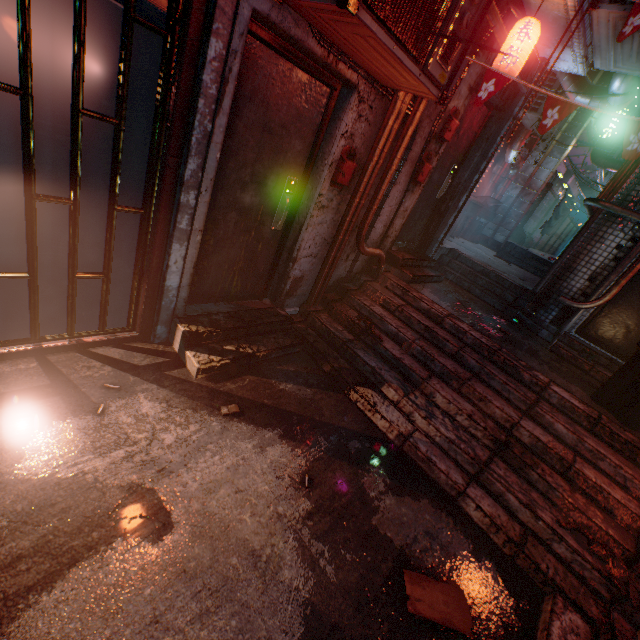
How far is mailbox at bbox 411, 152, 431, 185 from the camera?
3.7 meters

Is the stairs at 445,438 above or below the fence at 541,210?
below

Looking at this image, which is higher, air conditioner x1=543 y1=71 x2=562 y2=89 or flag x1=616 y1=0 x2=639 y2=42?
air conditioner x1=543 y1=71 x2=562 y2=89

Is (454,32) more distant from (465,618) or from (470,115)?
(465,618)

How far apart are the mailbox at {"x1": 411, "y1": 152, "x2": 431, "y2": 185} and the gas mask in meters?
3.5

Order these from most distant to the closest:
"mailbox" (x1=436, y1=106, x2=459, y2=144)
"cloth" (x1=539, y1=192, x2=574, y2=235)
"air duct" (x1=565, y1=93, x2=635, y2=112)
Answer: "cloth" (x1=539, y1=192, x2=574, y2=235) → "air duct" (x1=565, y1=93, x2=635, y2=112) → "mailbox" (x1=436, y1=106, x2=459, y2=144)

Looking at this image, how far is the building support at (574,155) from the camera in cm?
1062

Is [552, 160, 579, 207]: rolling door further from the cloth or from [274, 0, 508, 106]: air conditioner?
[274, 0, 508, 106]: air conditioner
